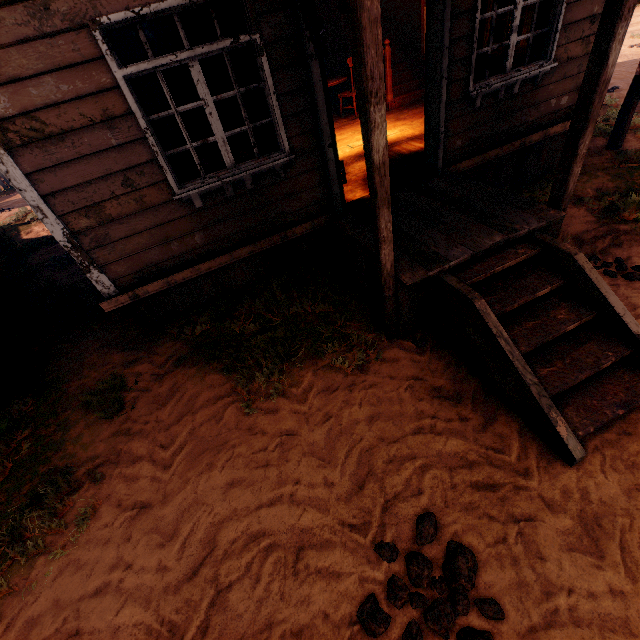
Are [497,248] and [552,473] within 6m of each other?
yes

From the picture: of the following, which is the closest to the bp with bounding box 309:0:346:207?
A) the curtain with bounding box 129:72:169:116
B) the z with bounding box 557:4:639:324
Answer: the z with bounding box 557:4:639:324

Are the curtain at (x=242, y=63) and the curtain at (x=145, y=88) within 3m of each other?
yes

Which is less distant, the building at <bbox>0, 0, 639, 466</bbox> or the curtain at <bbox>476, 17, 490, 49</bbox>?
the building at <bbox>0, 0, 639, 466</bbox>

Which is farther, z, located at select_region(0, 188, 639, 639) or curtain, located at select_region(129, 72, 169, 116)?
Answer: curtain, located at select_region(129, 72, 169, 116)

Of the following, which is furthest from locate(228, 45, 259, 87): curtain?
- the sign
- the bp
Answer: the sign

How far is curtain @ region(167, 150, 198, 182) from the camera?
3.59m

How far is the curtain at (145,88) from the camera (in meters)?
3.12
